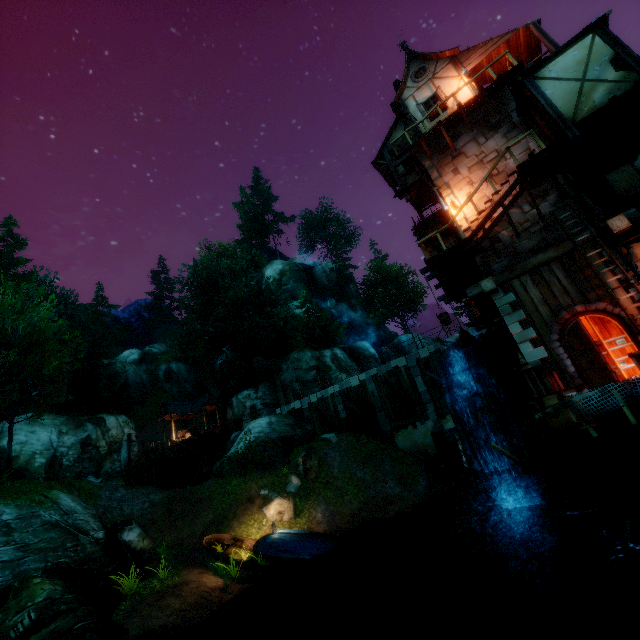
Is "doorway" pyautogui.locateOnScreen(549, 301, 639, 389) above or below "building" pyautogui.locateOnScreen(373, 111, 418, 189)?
below

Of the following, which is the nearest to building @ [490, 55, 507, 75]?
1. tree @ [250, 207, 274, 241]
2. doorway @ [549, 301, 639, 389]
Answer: doorway @ [549, 301, 639, 389]

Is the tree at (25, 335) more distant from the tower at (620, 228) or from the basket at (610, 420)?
the tower at (620, 228)

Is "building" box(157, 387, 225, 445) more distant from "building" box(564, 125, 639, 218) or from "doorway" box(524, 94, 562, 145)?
"doorway" box(524, 94, 562, 145)

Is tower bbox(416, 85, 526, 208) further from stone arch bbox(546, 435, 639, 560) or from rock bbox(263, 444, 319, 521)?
rock bbox(263, 444, 319, 521)

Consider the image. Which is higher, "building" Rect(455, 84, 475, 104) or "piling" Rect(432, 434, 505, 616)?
"building" Rect(455, 84, 475, 104)

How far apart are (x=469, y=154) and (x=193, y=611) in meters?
20.7

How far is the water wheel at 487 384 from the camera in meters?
11.1
